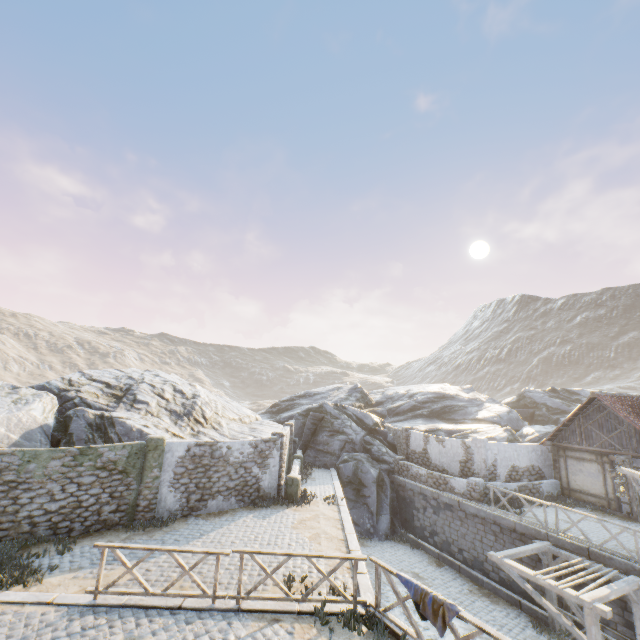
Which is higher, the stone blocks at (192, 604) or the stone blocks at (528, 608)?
the stone blocks at (192, 604)

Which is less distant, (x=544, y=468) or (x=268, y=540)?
(x=268, y=540)

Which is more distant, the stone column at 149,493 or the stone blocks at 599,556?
the stone column at 149,493

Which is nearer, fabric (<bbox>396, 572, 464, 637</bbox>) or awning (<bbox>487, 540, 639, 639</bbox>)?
fabric (<bbox>396, 572, 464, 637</bbox>)

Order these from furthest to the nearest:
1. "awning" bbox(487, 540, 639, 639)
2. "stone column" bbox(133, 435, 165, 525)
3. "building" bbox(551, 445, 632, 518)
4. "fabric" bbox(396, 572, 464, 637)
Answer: "building" bbox(551, 445, 632, 518) < "stone column" bbox(133, 435, 165, 525) < "awning" bbox(487, 540, 639, 639) < "fabric" bbox(396, 572, 464, 637)

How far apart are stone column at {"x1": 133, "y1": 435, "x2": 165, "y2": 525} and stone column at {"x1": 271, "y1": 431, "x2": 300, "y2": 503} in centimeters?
512cm

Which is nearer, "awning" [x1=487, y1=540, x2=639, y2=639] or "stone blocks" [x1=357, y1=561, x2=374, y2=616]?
"stone blocks" [x1=357, y1=561, x2=374, y2=616]

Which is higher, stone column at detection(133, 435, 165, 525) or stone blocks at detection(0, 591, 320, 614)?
stone column at detection(133, 435, 165, 525)
